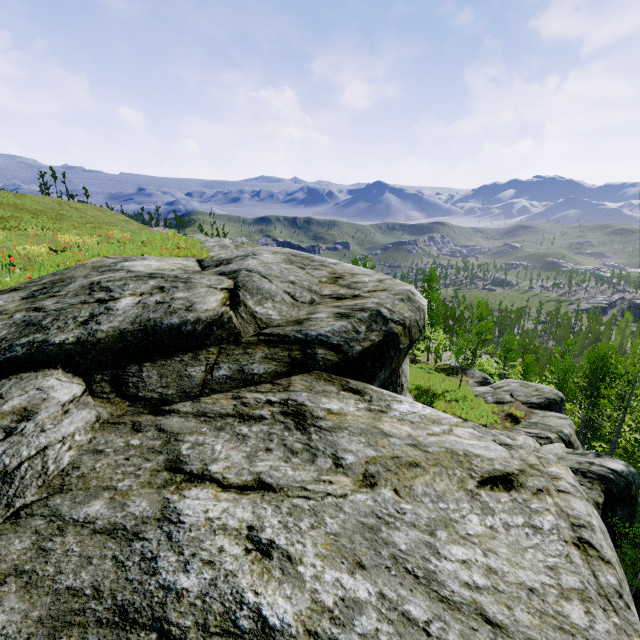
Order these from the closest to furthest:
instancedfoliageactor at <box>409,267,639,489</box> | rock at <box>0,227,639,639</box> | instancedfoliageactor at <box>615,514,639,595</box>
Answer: rock at <box>0,227,639,639</box> → instancedfoliageactor at <box>615,514,639,595</box> → instancedfoliageactor at <box>409,267,639,489</box>

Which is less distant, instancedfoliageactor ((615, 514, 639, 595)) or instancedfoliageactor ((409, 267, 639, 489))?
instancedfoliageactor ((615, 514, 639, 595))

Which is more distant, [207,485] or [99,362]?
[99,362]

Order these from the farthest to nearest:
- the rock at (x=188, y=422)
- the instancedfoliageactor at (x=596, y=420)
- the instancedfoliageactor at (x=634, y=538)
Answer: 1. the instancedfoliageactor at (x=596, y=420)
2. the instancedfoliageactor at (x=634, y=538)
3. the rock at (x=188, y=422)

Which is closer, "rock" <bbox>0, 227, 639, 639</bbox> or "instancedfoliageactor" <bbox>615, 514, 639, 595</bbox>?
"rock" <bbox>0, 227, 639, 639</bbox>

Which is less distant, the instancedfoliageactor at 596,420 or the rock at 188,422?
the rock at 188,422

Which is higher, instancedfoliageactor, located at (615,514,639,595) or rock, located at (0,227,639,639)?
rock, located at (0,227,639,639)
